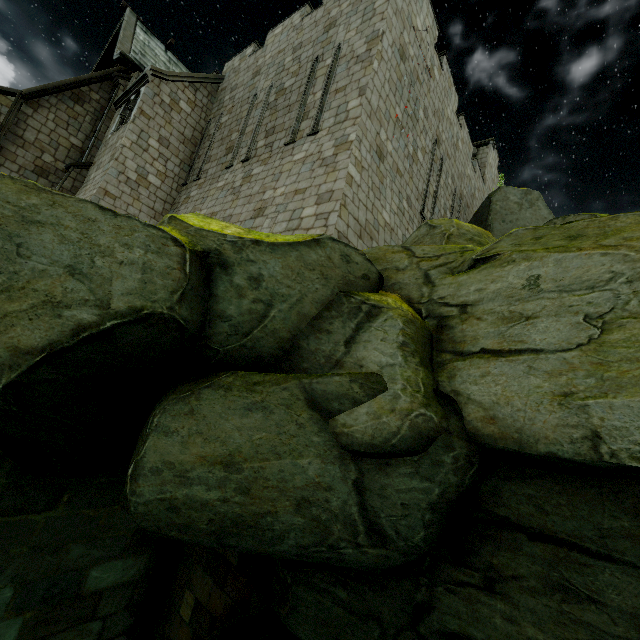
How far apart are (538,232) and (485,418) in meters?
2.4

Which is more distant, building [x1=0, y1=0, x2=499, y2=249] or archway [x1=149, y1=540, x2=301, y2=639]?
building [x1=0, y1=0, x2=499, y2=249]

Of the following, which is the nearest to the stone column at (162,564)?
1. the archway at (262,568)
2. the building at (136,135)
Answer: the archway at (262,568)

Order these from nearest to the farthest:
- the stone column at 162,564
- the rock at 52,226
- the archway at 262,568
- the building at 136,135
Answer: the rock at 52,226 < the archway at 262,568 < the stone column at 162,564 < the building at 136,135

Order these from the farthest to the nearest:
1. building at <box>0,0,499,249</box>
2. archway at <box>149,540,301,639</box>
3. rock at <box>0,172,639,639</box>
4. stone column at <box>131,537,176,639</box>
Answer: building at <box>0,0,499,249</box> < stone column at <box>131,537,176,639</box> < archway at <box>149,540,301,639</box> < rock at <box>0,172,639,639</box>

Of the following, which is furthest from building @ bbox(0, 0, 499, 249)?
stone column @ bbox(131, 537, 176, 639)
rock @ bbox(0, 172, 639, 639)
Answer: stone column @ bbox(131, 537, 176, 639)

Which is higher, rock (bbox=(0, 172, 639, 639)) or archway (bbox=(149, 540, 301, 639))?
rock (bbox=(0, 172, 639, 639))

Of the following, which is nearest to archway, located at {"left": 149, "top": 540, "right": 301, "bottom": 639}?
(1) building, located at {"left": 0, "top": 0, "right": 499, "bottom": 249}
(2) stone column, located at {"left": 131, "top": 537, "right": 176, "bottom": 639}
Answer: (2) stone column, located at {"left": 131, "top": 537, "right": 176, "bottom": 639}
